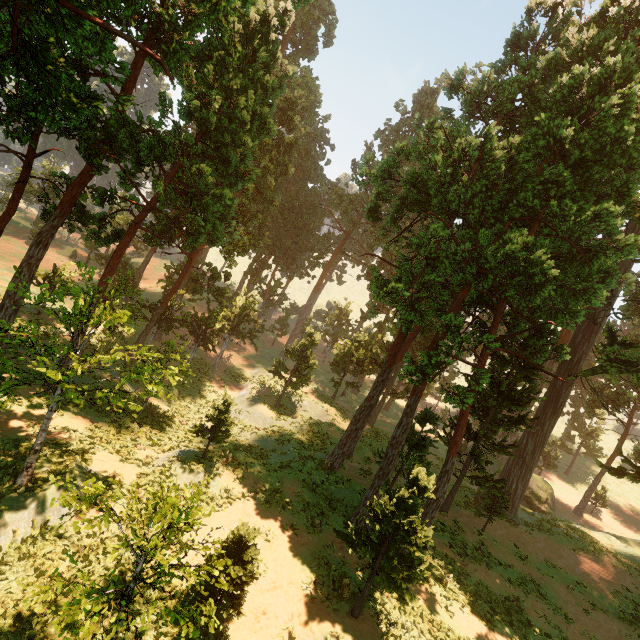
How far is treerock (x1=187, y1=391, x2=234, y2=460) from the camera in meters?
15.6 m

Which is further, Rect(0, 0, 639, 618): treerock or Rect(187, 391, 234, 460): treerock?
Rect(187, 391, 234, 460): treerock

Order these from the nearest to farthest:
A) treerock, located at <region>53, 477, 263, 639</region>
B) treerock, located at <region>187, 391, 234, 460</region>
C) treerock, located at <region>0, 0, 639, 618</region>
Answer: treerock, located at <region>53, 477, 263, 639</region>
treerock, located at <region>0, 0, 639, 618</region>
treerock, located at <region>187, 391, 234, 460</region>

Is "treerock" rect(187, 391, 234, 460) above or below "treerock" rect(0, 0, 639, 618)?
below

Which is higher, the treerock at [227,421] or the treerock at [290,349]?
the treerock at [290,349]

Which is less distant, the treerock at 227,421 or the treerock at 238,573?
the treerock at 238,573

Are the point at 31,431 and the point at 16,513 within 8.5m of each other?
yes
